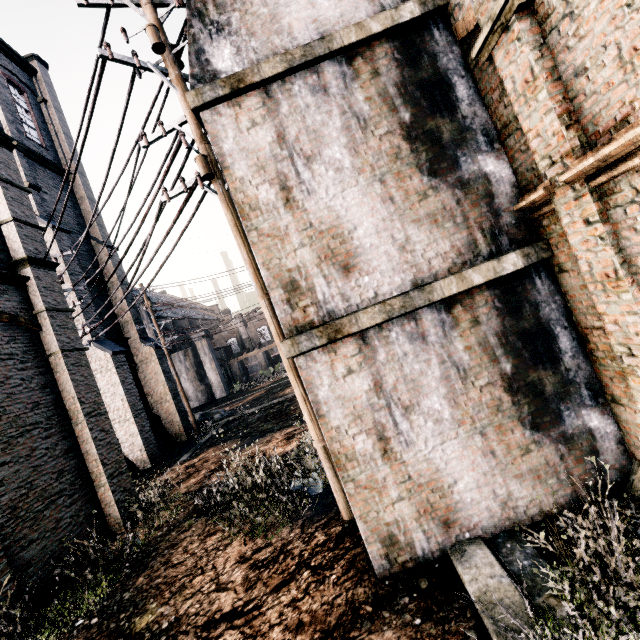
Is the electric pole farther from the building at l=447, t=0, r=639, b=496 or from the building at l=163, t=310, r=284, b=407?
the building at l=163, t=310, r=284, b=407

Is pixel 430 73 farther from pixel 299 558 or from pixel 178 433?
pixel 178 433

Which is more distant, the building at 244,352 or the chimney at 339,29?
the building at 244,352

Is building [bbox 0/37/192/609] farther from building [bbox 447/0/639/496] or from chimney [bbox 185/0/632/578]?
building [bbox 447/0/639/496]

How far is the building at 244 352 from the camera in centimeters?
4566cm

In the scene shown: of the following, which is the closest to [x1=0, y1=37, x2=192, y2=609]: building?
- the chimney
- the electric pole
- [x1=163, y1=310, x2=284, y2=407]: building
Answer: the electric pole
